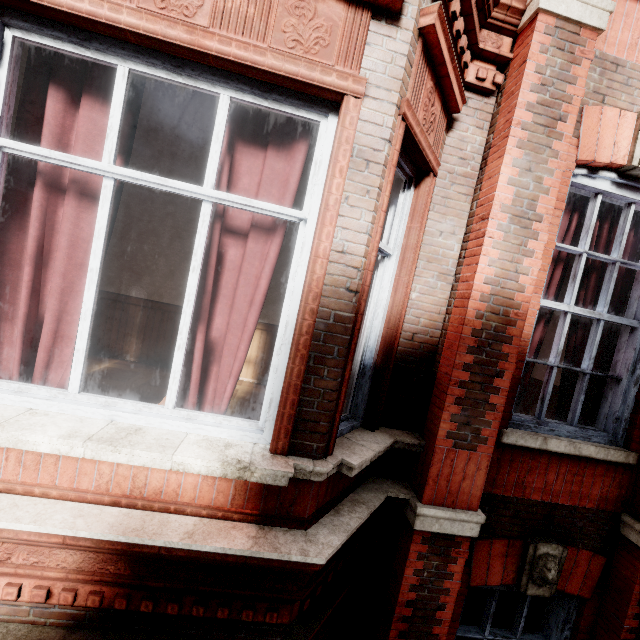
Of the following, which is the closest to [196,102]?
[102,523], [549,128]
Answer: [549,128]
